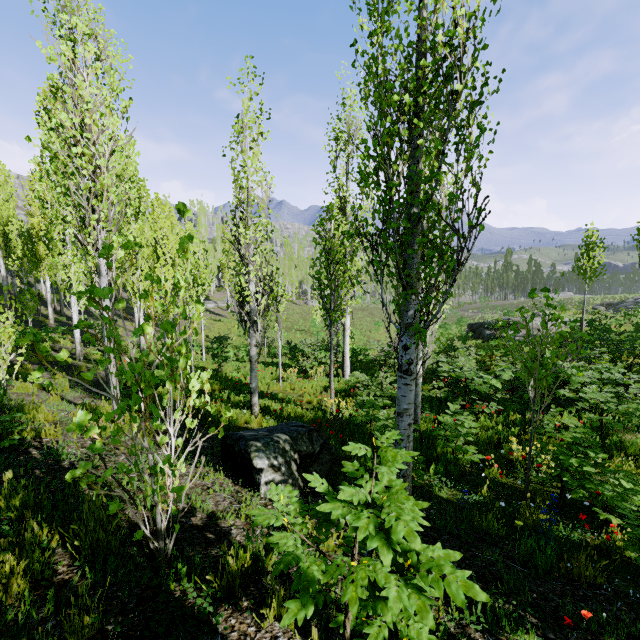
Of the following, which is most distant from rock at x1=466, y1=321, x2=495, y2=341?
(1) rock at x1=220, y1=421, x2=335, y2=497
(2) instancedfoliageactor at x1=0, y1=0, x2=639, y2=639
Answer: (1) rock at x1=220, y1=421, x2=335, y2=497

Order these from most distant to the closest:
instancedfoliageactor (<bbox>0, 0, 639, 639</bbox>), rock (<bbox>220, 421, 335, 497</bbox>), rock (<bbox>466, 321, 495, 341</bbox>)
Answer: rock (<bbox>466, 321, 495, 341</bbox>) < rock (<bbox>220, 421, 335, 497</bbox>) < instancedfoliageactor (<bbox>0, 0, 639, 639</bbox>)

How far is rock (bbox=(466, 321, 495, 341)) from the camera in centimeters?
2352cm

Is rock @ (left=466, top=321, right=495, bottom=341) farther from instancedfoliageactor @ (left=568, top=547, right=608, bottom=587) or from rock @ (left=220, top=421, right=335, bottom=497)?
rock @ (left=220, top=421, right=335, bottom=497)

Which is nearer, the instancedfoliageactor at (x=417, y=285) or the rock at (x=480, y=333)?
the instancedfoliageactor at (x=417, y=285)

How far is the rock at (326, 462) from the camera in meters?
4.2

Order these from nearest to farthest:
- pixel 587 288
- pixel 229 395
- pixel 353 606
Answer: pixel 353 606, pixel 229 395, pixel 587 288
